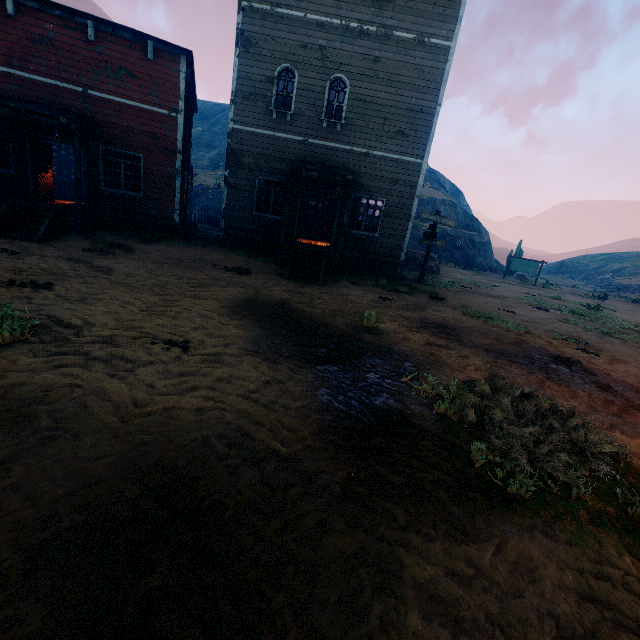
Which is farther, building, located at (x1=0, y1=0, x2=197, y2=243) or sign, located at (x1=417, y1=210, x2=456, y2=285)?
sign, located at (x1=417, y1=210, x2=456, y2=285)

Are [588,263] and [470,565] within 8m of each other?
no

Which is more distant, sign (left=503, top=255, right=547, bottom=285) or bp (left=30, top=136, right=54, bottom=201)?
sign (left=503, top=255, right=547, bottom=285)

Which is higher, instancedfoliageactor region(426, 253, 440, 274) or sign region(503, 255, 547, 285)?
sign region(503, 255, 547, 285)

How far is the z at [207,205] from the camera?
30.3 meters

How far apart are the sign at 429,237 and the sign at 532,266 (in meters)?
19.22

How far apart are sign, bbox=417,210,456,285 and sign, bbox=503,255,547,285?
19.2 meters

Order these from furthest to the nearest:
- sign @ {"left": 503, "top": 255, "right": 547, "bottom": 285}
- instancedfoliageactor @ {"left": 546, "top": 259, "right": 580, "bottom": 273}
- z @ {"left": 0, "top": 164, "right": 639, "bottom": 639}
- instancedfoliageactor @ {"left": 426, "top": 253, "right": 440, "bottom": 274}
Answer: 1. instancedfoliageactor @ {"left": 546, "top": 259, "right": 580, "bottom": 273}
2. sign @ {"left": 503, "top": 255, "right": 547, "bottom": 285}
3. instancedfoliageactor @ {"left": 426, "top": 253, "right": 440, "bottom": 274}
4. z @ {"left": 0, "top": 164, "right": 639, "bottom": 639}
